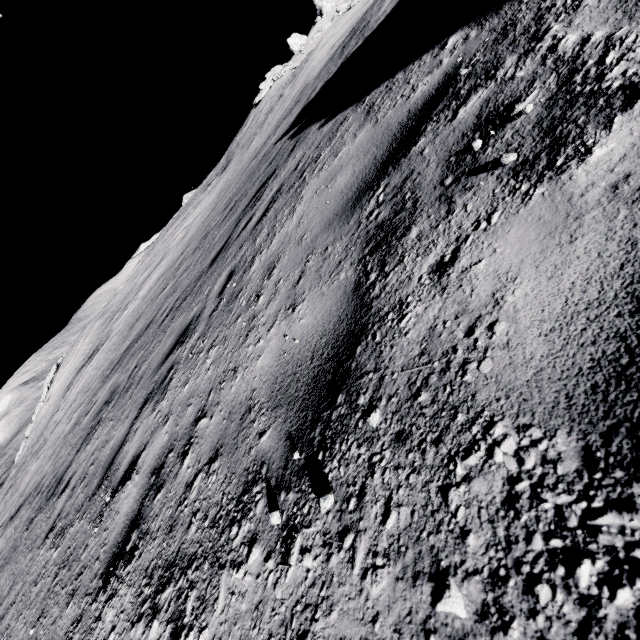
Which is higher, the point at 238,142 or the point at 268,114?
the point at 238,142
